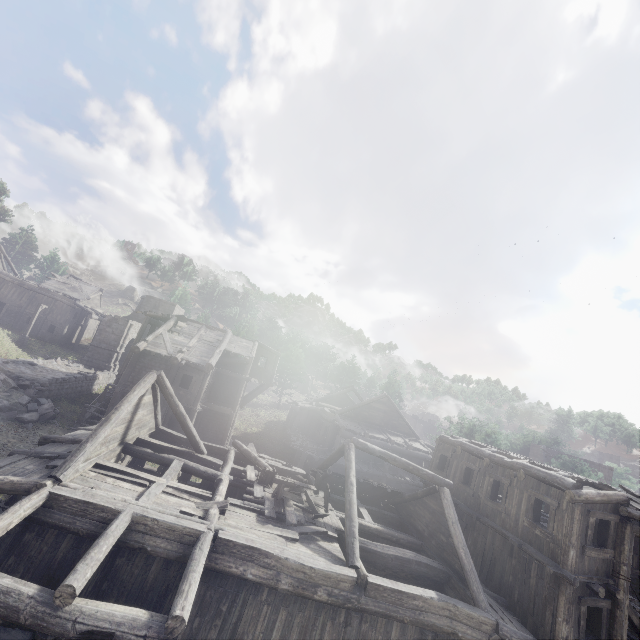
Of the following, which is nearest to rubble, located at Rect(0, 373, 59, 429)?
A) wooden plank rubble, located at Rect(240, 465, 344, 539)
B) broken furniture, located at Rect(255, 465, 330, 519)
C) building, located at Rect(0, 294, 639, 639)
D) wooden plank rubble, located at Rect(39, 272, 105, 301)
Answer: building, located at Rect(0, 294, 639, 639)

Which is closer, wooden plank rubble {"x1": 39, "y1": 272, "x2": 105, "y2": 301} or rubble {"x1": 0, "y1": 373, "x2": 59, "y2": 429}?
rubble {"x1": 0, "y1": 373, "x2": 59, "y2": 429}

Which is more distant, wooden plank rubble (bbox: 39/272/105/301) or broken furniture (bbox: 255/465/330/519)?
wooden plank rubble (bbox: 39/272/105/301)

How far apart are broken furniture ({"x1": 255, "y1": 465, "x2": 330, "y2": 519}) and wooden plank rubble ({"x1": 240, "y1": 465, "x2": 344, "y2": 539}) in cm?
1

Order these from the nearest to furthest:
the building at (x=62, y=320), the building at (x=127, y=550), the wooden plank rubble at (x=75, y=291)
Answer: the building at (x=127, y=550), the building at (x=62, y=320), the wooden plank rubble at (x=75, y=291)

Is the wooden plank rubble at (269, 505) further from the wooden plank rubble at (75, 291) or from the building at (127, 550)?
the wooden plank rubble at (75, 291)

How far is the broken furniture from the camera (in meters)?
12.56

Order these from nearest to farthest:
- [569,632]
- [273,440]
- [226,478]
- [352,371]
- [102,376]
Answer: [569,632]
[226,478]
[102,376]
[273,440]
[352,371]
